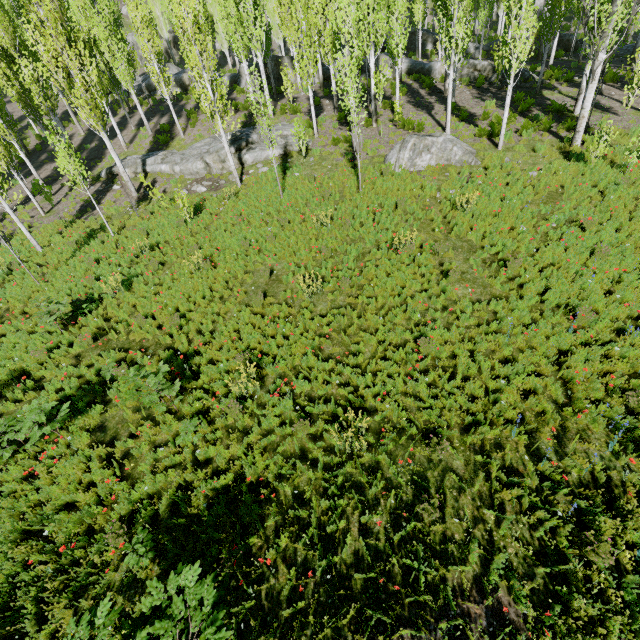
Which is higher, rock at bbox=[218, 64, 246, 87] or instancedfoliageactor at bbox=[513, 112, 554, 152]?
rock at bbox=[218, 64, 246, 87]

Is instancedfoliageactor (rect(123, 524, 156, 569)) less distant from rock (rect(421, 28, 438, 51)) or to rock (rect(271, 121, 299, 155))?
rock (rect(421, 28, 438, 51))

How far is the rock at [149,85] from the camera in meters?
32.0 m

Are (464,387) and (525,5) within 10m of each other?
no

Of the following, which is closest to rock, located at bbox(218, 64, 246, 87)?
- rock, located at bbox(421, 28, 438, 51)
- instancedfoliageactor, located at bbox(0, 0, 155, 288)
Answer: instancedfoliageactor, located at bbox(0, 0, 155, 288)

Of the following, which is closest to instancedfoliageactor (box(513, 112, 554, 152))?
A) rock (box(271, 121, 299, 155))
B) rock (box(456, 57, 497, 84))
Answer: rock (box(456, 57, 497, 84))

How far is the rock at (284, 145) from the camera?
17.5 meters
